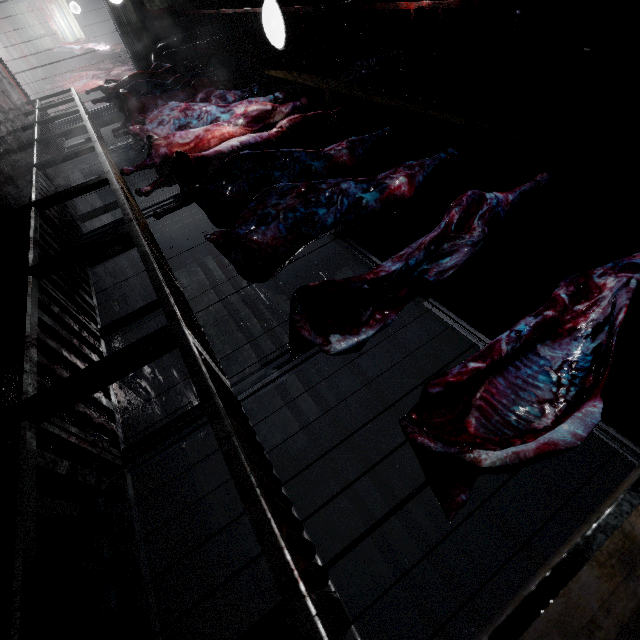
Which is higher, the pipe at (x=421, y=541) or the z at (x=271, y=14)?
the z at (x=271, y=14)

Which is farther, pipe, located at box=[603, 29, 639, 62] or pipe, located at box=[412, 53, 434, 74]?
pipe, located at box=[412, 53, 434, 74]

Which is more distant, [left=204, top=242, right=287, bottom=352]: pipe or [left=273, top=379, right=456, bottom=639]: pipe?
[left=204, top=242, right=287, bottom=352]: pipe

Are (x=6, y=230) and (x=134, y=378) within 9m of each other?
yes

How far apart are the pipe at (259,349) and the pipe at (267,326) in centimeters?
11cm

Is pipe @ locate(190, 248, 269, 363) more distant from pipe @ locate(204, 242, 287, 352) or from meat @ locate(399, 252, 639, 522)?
meat @ locate(399, 252, 639, 522)

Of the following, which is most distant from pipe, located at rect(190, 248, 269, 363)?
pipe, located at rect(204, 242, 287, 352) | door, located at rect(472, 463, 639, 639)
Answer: door, located at rect(472, 463, 639, 639)

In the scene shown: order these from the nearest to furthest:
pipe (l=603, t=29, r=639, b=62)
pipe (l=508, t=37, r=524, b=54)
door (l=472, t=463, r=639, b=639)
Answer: door (l=472, t=463, r=639, b=639) < pipe (l=603, t=29, r=639, b=62) < pipe (l=508, t=37, r=524, b=54)
